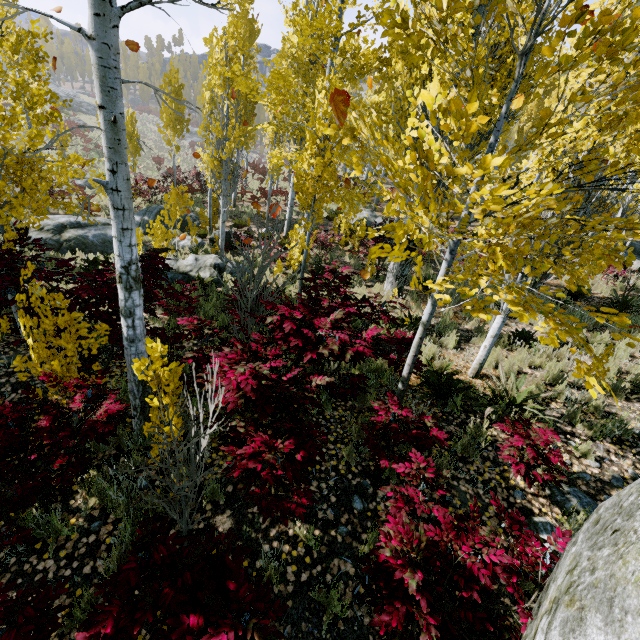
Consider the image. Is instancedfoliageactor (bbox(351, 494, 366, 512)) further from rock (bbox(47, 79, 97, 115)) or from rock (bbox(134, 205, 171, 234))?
rock (bbox(47, 79, 97, 115))

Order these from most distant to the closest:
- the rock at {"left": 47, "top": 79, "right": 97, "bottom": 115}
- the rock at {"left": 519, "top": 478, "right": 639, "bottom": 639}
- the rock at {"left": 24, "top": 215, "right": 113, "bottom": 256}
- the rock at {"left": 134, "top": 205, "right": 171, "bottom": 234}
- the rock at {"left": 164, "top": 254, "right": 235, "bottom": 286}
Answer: the rock at {"left": 47, "top": 79, "right": 97, "bottom": 115}
the rock at {"left": 134, "top": 205, "right": 171, "bottom": 234}
the rock at {"left": 24, "top": 215, "right": 113, "bottom": 256}
the rock at {"left": 164, "top": 254, "right": 235, "bottom": 286}
the rock at {"left": 519, "top": 478, "right": 639, "bottom": 639}

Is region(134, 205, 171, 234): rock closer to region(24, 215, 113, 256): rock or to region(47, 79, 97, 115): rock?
region(24, 215, 113, 256): rock

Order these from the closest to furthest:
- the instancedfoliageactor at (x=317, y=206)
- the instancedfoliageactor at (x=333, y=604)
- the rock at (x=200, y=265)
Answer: the instancedfoliageactor at (x=317, y=206), the instancedfoliageactor at (x=333, y=604), the rock at (x=200, y=265)

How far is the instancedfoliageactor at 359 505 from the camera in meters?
3.6 m

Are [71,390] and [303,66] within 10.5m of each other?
no

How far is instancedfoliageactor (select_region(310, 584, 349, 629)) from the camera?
2.87m

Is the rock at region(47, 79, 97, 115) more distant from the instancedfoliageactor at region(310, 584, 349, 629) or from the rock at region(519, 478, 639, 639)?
the rock at region(519, 478, 639, 639)
